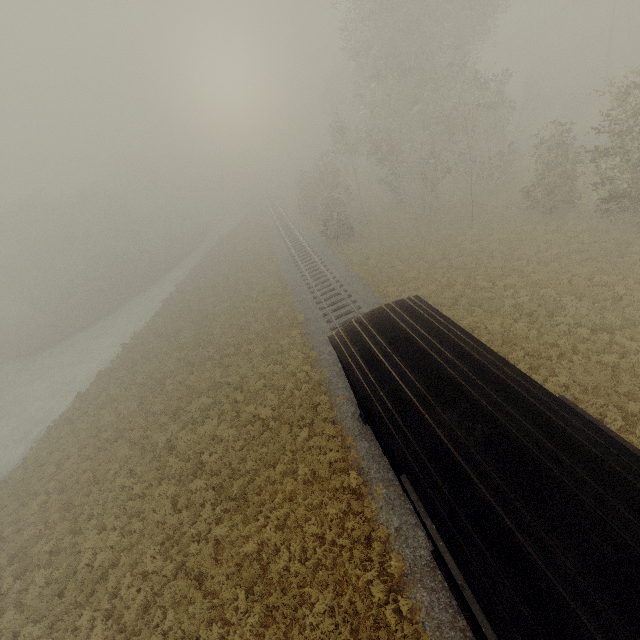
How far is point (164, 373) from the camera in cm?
2327
